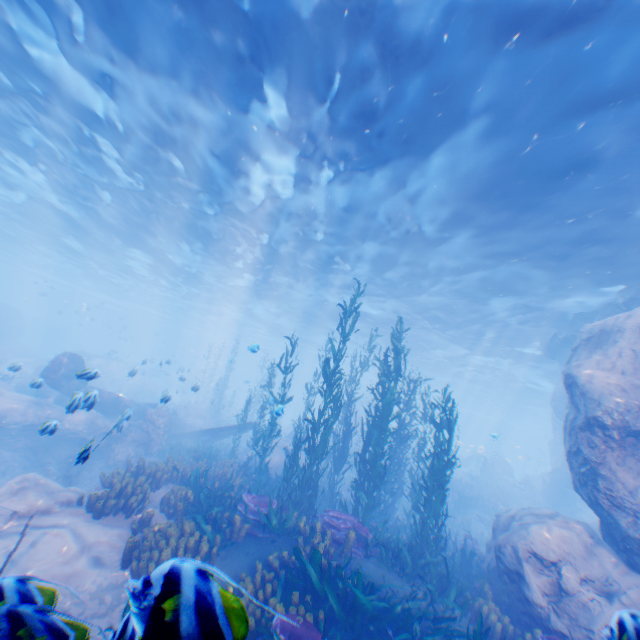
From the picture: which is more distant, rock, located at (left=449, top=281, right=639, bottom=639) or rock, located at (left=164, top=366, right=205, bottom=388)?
rock, located at (left=164, top=366, right=205, bottom=388)

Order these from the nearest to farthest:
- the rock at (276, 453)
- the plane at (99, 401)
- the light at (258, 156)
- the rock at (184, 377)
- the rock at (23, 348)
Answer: the light at (258, 156) → the plane at (99, 401) → the rock at (184, 377) → the rock at (276, 453) → the rock at (23, 348)

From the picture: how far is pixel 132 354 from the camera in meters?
55.0 m

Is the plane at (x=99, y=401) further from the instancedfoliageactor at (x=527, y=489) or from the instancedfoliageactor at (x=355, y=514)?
the instancedfoliageactor at (x=527, y=489)

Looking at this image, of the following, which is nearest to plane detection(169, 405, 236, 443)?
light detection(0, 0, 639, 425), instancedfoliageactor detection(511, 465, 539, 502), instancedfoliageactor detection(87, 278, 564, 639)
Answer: instancedfoliageactor detection(87, 278, 564, 639)

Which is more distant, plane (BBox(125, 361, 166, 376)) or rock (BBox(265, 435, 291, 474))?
rock (BBox(265, 435, 291, 474))

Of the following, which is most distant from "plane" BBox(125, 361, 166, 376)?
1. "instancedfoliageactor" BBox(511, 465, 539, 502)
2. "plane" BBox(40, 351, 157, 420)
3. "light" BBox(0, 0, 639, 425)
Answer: "instancedfoliageactor" BBox(511, 465, 539, 502)

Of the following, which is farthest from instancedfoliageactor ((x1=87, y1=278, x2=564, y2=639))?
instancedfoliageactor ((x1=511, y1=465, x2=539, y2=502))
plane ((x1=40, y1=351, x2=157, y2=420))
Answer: instancedfoliageactor ((x1=511, y1=465, x2=539, y2=502))
